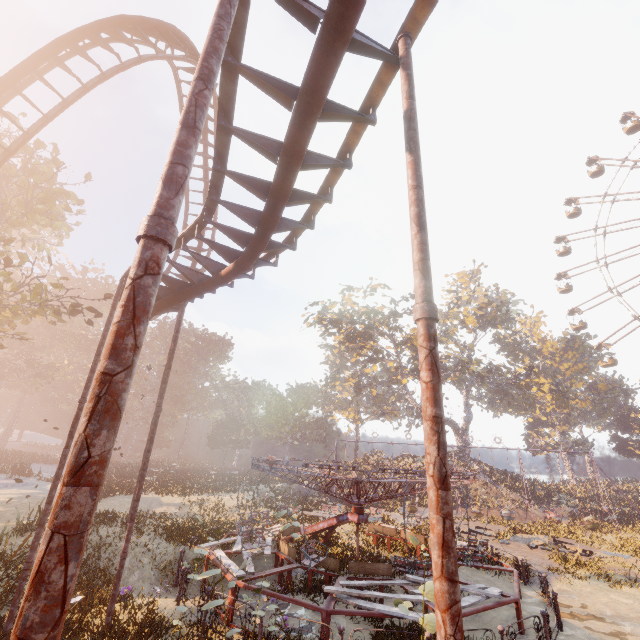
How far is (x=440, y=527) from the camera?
2.09m

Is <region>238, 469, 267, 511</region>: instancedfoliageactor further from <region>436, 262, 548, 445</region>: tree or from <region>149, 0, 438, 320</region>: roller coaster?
<region>149, 0, 438, 320</region>: roller coaster

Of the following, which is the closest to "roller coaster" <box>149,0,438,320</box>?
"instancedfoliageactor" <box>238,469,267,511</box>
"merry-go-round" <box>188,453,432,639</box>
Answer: "merry-go-round" <box>188,453,432,639</box>

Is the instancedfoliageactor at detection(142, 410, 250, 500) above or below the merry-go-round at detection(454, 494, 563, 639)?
above

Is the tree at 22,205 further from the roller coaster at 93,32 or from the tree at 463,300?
the tree at 463,300

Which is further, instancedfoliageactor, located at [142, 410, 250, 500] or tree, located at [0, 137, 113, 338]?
instancedfoliageactor, located at [142, 410, 250, 500]

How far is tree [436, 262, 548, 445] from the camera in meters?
41.9 m

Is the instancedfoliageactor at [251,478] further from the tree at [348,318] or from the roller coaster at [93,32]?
the roller coaster at [93,32]
